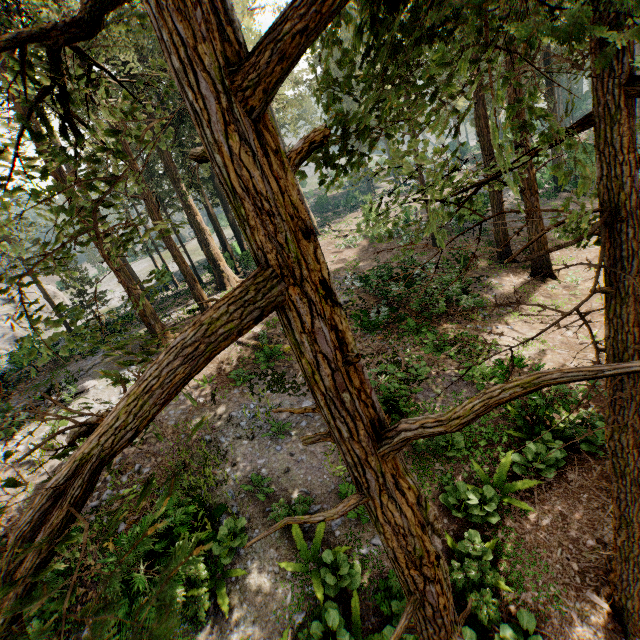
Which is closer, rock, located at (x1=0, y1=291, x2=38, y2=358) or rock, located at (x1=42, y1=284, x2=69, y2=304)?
rock, located at (x1=0, y1=291, x2=38, y2=358)

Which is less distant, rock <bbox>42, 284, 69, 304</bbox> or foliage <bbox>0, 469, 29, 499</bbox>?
foliage <bbox>0, 469, 29, 499</bbox>

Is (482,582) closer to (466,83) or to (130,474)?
(466,83)

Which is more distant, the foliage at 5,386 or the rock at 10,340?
the rock at 10,340

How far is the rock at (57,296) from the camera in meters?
44.5 m
